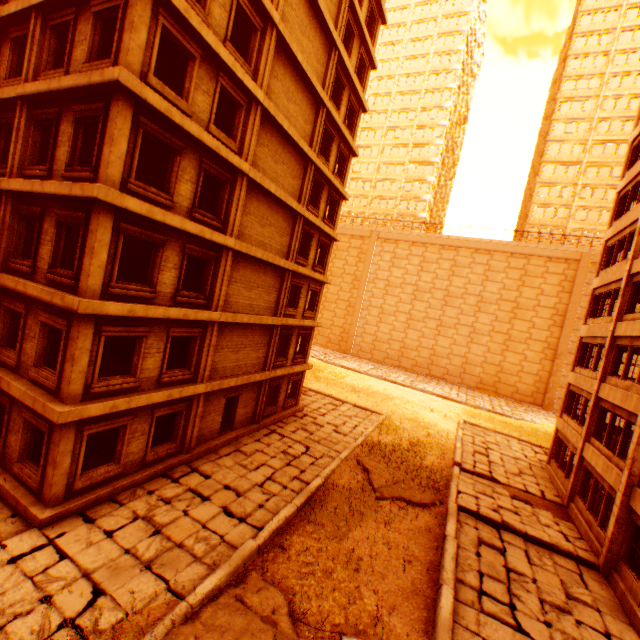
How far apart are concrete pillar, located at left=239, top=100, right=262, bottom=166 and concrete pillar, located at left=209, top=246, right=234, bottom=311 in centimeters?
342cm

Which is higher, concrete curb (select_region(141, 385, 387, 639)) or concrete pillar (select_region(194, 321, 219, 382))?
concrete pillar (select_region(194, 321, 219, 382))

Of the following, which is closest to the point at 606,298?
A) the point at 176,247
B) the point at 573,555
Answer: the point at 573,555

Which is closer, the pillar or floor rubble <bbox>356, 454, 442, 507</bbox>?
the pillar

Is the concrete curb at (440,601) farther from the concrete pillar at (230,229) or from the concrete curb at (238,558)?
the concrete pillar at (230,229)

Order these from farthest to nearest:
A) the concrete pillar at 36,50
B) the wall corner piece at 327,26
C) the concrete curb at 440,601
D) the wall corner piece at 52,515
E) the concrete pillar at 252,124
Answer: the wall corner piece at 327,26 → the concrete pillar at 252,124 → the concrete pillar at 36,50 → the wall corner piece at 52,515 → the concrete curb at 440,601

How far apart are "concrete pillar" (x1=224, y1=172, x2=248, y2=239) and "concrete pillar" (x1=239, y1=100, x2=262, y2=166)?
0.4m

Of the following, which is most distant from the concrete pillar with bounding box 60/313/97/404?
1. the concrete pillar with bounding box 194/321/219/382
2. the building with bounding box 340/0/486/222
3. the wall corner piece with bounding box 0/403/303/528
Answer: the building with bounding box 340/0/486/222
